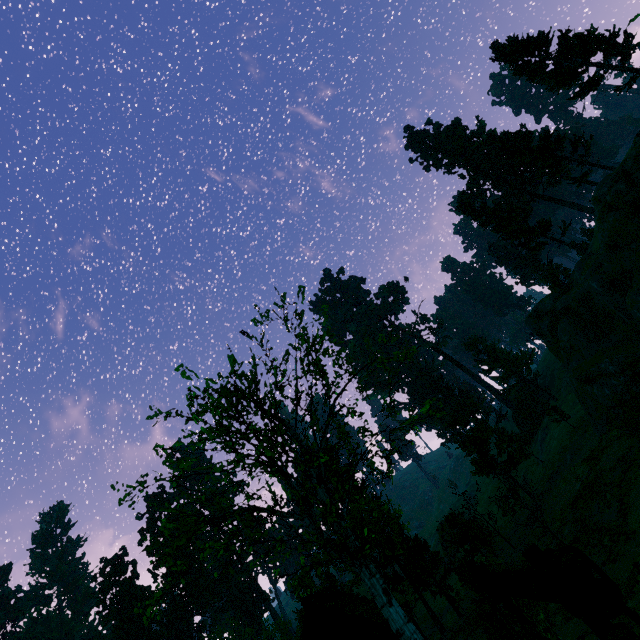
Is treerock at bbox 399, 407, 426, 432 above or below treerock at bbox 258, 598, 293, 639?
below

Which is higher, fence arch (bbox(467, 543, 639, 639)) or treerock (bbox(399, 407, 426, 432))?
treerock (bbox(399, 407, 426, 432))

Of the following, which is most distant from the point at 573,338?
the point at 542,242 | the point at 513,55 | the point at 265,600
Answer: the point at 265,600

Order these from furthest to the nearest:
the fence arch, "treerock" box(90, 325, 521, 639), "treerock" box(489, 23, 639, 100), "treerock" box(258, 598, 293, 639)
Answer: A: "treerock" box(258, 598, 293, 639) < "treerock" box(489, 23, 639, 100) < "treerock" box(90, 325, 521, 639) < the fence arch

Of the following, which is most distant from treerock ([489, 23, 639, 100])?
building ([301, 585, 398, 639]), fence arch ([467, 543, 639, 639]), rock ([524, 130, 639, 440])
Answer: fence arch ([467, 543, 639, 639])

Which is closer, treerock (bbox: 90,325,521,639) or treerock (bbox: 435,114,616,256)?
treerock (bbox: 90,325,521,639)

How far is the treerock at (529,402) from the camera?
34.9m

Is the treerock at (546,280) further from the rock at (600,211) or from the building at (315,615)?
the rock at (600,211)
